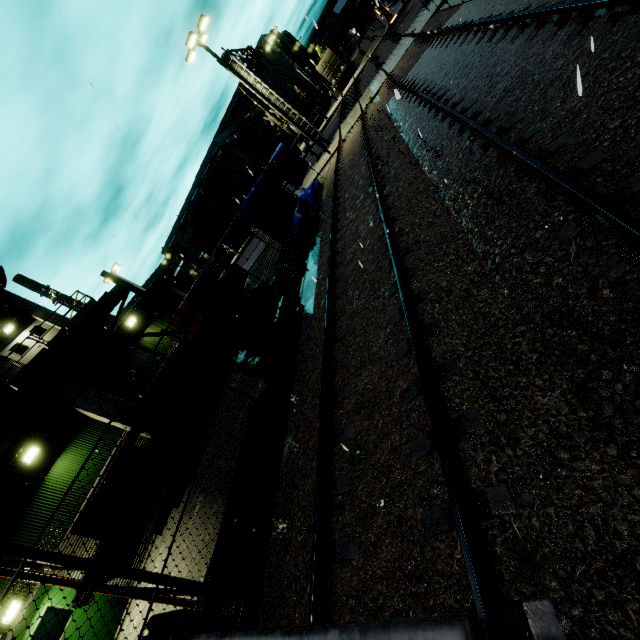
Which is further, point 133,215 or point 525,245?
point 133,215

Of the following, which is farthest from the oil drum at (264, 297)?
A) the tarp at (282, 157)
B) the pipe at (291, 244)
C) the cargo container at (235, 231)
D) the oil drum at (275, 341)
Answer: the cargo container at (235, 231)

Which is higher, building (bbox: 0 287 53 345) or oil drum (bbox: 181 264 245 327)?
building (bbox: 0 287 53 345)

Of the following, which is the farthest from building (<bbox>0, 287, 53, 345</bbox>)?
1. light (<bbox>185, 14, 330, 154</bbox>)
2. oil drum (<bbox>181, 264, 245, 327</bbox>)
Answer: light (<bbox>185, 14, 330, 154</bbox>)

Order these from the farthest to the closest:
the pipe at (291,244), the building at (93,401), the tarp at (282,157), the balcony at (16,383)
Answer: the tarp at (282,157) < the balcony at (16,383) < the pipe at (291,244) < the building at (93,401)

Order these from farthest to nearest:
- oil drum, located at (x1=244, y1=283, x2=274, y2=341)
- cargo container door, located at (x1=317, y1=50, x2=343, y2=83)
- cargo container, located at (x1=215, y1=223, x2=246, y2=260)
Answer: cargo container, located at (x1=215, y1=223, x2=246, y2=260)
cargo container door, located at (x1=317, y1=50, x2=343, y2=83)
oil drum, located at (x1=244, y1=283, x2=274, y2=341)

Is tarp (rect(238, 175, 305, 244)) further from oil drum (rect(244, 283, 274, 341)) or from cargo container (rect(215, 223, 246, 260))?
cargo container (rect(215, 223, 246, 260))

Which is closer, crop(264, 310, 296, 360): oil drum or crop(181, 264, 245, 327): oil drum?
crop(181, 264, 245, 327): oil drum
